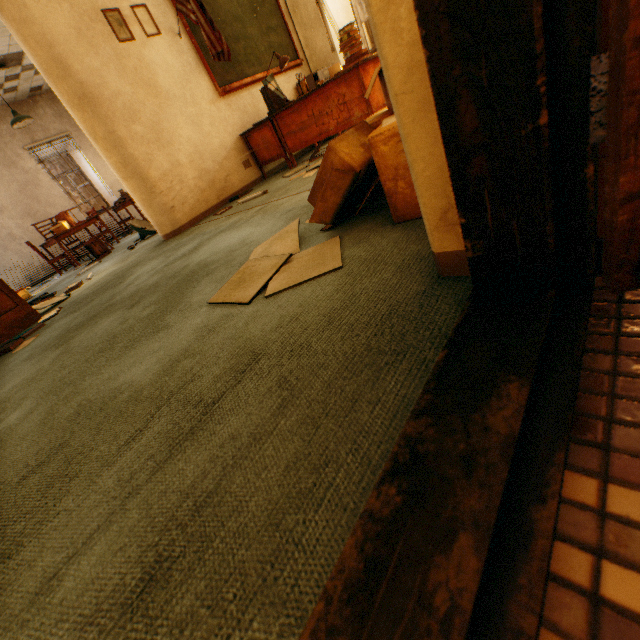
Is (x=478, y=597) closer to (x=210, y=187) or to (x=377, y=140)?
(x=377, y=140)

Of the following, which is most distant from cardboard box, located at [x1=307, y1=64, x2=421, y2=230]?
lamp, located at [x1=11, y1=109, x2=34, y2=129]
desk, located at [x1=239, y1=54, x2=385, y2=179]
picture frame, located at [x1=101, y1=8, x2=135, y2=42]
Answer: lamp, located at [x1=11, y1=109, x2=34, y2=129]

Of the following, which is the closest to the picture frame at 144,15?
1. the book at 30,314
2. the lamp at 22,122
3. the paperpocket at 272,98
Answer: the paperpocket at 272,98

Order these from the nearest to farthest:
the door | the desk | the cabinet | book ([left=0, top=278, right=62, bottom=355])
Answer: the door → book ([left=0, top=278, right=62, bottom=355]) → the desk → the cabinet

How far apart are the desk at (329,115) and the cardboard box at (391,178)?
2.1m

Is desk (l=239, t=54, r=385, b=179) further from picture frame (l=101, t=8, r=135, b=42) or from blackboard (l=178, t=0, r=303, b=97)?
picture frame (l=101, t=8, r=135, b=42)

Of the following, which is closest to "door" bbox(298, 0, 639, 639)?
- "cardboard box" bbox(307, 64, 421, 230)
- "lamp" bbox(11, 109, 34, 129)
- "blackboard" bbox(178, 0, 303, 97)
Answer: "cardboard box" bbox(307, 64, 421, 230)

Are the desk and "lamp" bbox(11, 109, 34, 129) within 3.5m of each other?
no
